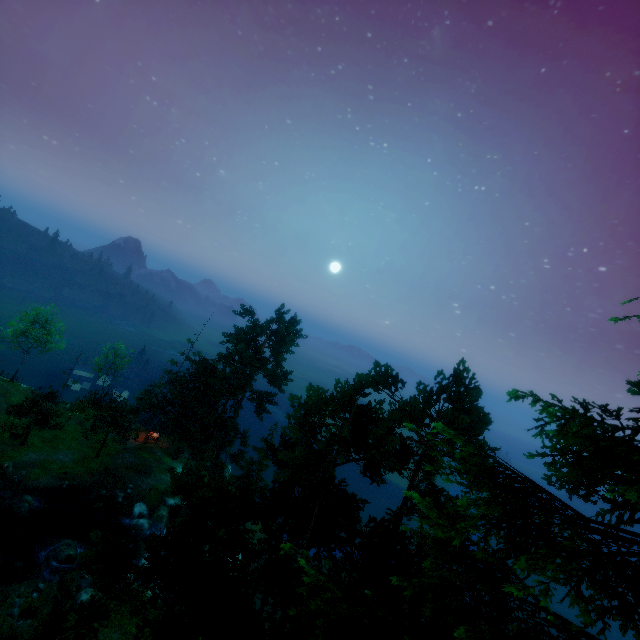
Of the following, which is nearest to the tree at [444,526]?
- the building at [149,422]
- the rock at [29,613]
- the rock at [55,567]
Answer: the building at [149,422]

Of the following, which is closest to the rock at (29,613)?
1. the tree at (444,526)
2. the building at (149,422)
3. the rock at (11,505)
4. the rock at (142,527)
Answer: the tree at (444,526)

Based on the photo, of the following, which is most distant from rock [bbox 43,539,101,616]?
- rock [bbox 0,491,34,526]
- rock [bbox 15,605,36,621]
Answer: rock [bbox 0,491,34,526]

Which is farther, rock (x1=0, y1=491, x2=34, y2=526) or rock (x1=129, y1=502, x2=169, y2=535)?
rock (x1=129, y1=502, x2=169, y2=535)

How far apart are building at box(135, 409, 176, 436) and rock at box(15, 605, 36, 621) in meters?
23.0

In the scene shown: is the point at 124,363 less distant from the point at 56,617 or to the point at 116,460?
the point at 116,460

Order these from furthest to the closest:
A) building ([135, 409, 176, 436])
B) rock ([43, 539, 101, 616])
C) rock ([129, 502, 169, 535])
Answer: building ([135, 409, 176, 436]), rock ([129, 502, 169, 535]), rock ([43, 539, 101, 616])

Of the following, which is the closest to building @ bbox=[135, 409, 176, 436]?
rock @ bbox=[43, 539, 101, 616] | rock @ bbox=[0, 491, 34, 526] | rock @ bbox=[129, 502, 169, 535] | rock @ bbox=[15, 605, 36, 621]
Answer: rock @ bbox=[129, 502, 169, 535]
